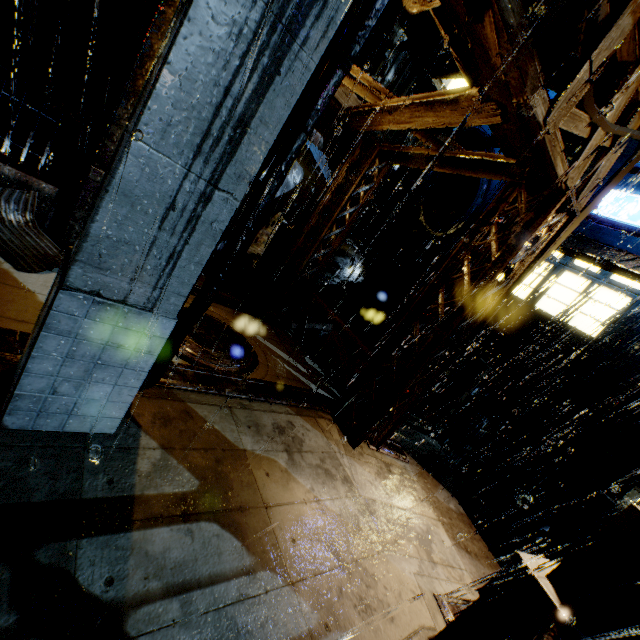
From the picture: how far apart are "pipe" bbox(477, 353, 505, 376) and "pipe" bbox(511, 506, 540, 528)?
3.98m

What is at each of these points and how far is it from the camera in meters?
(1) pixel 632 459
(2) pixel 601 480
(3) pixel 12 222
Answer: (1) building, 11.3
(2) building, 11.7
(3) sm, 5.9

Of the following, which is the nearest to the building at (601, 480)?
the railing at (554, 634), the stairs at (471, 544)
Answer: the stairs at (471, 544)

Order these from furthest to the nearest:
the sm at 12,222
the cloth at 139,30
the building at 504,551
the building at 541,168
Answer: the building at 504,551, the cloth at 139,30, the sm at 12,222, the building at 541,168

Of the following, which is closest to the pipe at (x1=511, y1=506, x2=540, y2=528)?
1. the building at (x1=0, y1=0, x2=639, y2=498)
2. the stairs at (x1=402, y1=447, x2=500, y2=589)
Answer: the building at (x1=0, y1=0, x2=639, y2=498)

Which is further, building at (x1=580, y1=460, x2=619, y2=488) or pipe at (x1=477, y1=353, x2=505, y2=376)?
pipe at (x1=477, y1=353, x2=505, y2=376)

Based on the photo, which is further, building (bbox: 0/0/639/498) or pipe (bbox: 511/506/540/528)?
pipe (bbox: 511/506/540/528)

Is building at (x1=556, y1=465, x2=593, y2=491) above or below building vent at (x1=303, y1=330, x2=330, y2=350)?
above
